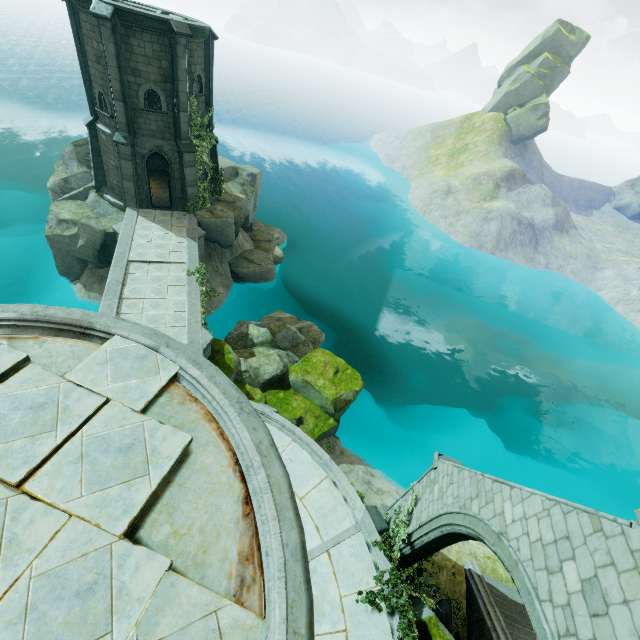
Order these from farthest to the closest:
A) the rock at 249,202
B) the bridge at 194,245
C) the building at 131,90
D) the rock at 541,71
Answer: the rock at 541,71 → the rock at 249,202 → the bridge at 194,245 → the building at 131,90

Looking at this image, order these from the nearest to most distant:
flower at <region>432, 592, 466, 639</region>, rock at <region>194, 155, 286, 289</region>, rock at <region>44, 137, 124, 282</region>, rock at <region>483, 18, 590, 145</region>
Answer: flower at <region>432, 592, 466, 639</region>, rock at <region>44, 137, 124, 282</region>, rock at <region>194, 155, 286, 289</region>, rock at <region>483, 18, 590, 145</region>

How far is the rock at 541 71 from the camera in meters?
52.1 m

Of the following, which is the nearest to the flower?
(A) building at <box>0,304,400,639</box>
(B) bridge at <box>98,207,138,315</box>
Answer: (A) building at <box>0,304,400,639</box>

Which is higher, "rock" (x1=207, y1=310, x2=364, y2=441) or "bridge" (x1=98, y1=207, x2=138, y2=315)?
"bridge" (x1=98, y1=207, x2=138, y2=315)

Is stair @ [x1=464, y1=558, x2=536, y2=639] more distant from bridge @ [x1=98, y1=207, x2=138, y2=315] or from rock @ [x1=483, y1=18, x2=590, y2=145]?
rock @ [x1=483, y1=18, x2=590, y2=145]

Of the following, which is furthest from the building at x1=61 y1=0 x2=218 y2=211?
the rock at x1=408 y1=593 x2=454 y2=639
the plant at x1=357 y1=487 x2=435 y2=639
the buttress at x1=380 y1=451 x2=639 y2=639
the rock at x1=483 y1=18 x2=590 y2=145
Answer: the rock at x1=483 y1=18 x2=590 y2=145

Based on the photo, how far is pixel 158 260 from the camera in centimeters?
1747cm
